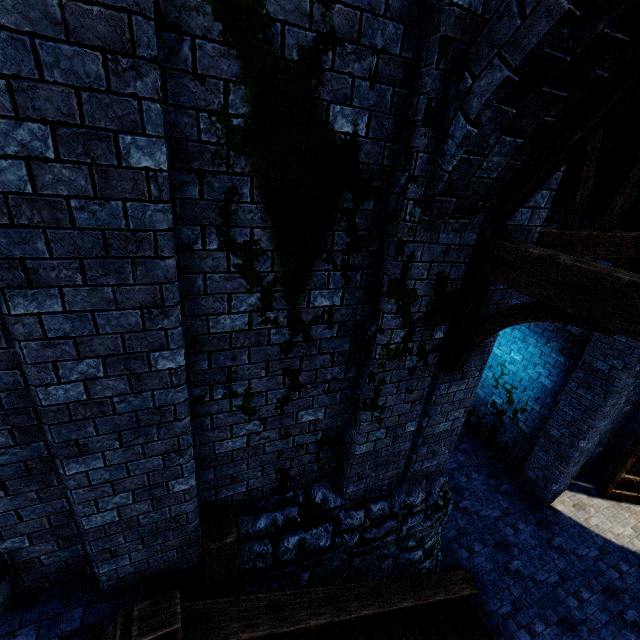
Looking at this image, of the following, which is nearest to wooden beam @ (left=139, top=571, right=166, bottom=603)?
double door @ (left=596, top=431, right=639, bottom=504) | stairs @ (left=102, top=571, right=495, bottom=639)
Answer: stairs @ (left=102, top=571, right=495, bottom=639)

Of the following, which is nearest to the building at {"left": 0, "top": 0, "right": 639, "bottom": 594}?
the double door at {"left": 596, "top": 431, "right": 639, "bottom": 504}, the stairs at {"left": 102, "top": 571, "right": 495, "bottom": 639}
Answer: the double door at {"left": 596, "top": 431, "right": 639, "bottom": 504}

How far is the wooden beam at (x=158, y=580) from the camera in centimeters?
348cm

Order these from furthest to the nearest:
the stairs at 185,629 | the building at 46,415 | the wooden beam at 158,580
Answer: the wooden beam at 158,580 → the stairs at 185,629 → the building at 46,415

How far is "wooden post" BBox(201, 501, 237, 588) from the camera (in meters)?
3.60

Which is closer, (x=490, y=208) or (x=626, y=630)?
(x=490, y=208)

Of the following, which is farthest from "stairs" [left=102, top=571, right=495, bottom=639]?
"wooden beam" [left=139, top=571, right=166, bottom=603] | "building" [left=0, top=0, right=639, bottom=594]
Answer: "building" [left=0, top=0, right=639, bottom=594]

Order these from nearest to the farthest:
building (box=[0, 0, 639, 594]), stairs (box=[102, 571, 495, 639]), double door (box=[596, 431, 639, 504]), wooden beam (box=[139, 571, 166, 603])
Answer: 1. building (box=[0, 0, 639, 594])
2. stairs (box=[102, 571, 495, 639])
3. wooden beam (box=[139, 571, 166, 603])
4. double door (box=[596, 431, 639, 504])
